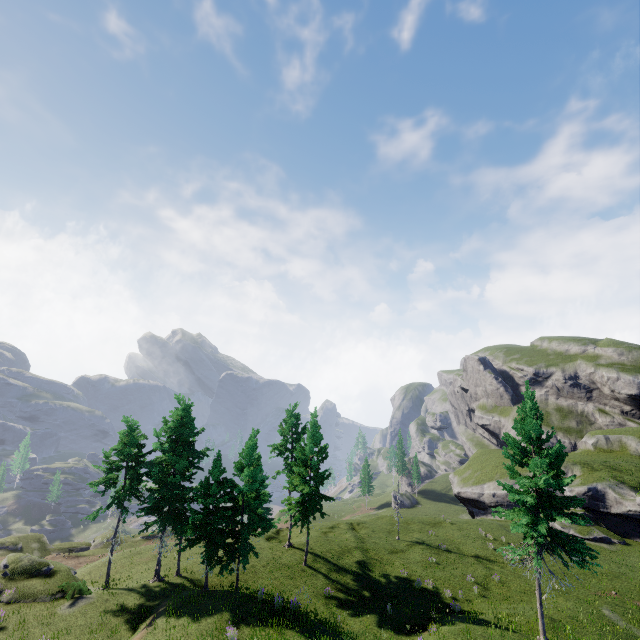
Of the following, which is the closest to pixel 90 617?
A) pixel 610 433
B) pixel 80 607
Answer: pixel 80 607
